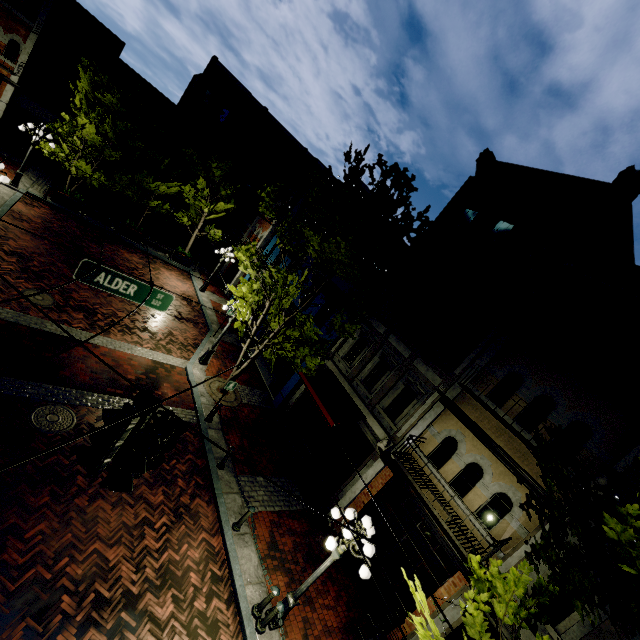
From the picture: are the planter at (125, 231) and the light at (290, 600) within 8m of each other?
no

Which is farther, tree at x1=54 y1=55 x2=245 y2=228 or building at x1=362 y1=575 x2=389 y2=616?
tree at x1=54 y1=55 x2=245 y2=228

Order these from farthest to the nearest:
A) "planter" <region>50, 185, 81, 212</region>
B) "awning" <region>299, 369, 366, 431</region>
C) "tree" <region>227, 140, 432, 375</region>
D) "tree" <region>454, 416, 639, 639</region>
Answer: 1. "planter" <region>50, 185, 81, 212</region>
2. "awning" <region>299, 369, 366, 431</region>
3. "tree" <region>227, 140, 432, 375</region>
4. "tree" <region>454, 416, 639, 639</region>

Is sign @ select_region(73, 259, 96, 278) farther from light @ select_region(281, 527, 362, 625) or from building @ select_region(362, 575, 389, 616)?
building @ select_region(362, 575, 389, 616)

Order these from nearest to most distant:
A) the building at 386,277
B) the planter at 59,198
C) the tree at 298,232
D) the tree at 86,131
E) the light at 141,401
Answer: the light at 141,401, the tree at 298,232, the building at 386,277, the tree at 86,131, the planter at 59,198

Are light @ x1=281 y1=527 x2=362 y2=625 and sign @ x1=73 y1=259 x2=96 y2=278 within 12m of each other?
yes

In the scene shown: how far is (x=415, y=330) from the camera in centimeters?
1294cm

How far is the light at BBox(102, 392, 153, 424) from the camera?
3.3 meters
